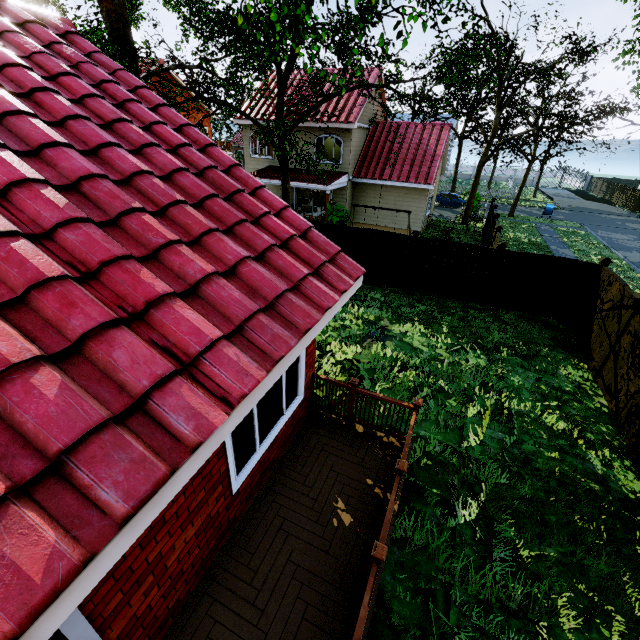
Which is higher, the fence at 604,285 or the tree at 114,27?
the tree at 114,27

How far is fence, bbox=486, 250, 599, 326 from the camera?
10.73m

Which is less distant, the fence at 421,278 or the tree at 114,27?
the tree at 114,27

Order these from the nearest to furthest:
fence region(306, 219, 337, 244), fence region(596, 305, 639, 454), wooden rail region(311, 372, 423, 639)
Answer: wooden rail region(311, 372, 423, 639) < fence region(596, 305, 639, 454) < fence region(306, 219, 337, 244)

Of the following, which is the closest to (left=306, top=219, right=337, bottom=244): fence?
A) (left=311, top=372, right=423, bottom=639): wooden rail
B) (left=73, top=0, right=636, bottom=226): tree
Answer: (left=73, top=0, right=636, bottom=226): tree

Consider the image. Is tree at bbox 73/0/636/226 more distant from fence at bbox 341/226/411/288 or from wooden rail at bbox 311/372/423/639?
Result: wooden rail at bbox 311/372/423/639

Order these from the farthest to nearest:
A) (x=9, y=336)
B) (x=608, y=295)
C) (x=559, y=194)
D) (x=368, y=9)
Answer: (x=559, y=194) < (x=608, y=295) < (x=368, y=9) < (x=9, y=336)

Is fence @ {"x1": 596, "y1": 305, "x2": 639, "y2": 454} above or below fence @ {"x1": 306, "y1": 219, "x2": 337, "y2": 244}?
below
